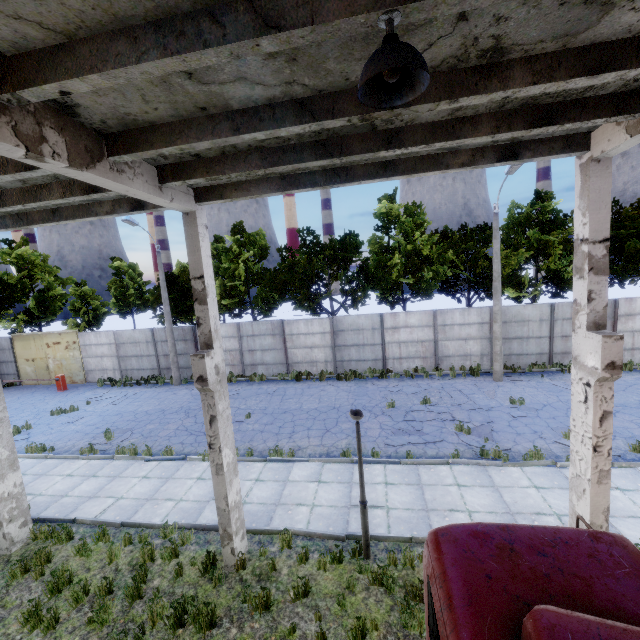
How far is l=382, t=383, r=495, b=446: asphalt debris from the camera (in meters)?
11.62

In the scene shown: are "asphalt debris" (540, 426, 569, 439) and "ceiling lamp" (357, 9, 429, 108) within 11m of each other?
no

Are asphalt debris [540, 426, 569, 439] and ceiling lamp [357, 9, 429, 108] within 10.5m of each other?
no

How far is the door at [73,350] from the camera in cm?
2292

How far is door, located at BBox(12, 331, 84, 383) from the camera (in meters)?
22.92

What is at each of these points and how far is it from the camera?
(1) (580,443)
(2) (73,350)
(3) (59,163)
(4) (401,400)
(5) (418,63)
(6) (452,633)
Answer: (1) column beam, 5.7m
(2) door, 22.9m
(3) column beam, 3.5m
(4) asphalt debris, 15.2m
(5) ceiling lamp, 2.2m
(6) truck, 2.2m

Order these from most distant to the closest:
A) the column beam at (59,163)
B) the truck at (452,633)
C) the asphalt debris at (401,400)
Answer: the asphalt debris at (401,400) → the column beam at (59,163) → the truck at (452,633)

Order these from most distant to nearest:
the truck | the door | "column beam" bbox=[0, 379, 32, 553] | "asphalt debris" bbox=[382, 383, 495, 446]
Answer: the door
"asphalt debris" bbox=[382, 383, 495, 446]
"column beam" bbox=[0, 379, 32, 553]
the truck
